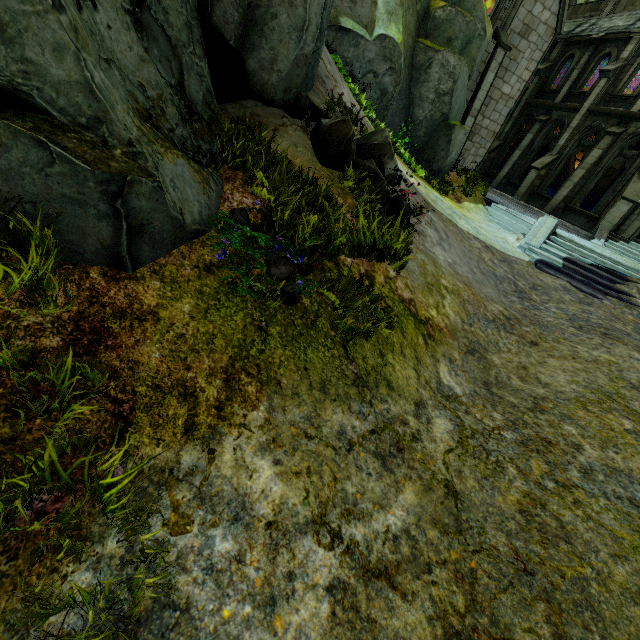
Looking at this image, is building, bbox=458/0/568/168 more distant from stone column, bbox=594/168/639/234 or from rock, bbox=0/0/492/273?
stone column, bbox=594/168/639/234

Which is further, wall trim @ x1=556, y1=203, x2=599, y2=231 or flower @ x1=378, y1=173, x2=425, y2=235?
wall trim @ x1=556, y1=203, x2=599, y2=231

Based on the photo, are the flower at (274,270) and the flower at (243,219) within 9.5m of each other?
yes

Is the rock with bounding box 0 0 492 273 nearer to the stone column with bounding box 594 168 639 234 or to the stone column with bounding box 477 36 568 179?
the stone column with bounding box 594 168 639 234

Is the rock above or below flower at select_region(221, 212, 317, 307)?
above

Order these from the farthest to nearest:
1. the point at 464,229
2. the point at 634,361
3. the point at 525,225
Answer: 1. the point at 525,225
2. the point at 464,229
3. the point at 634,361

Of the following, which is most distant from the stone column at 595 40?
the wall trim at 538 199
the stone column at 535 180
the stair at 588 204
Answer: the stair at 588 204

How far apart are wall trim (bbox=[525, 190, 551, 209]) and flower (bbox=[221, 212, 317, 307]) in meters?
21.8 m
